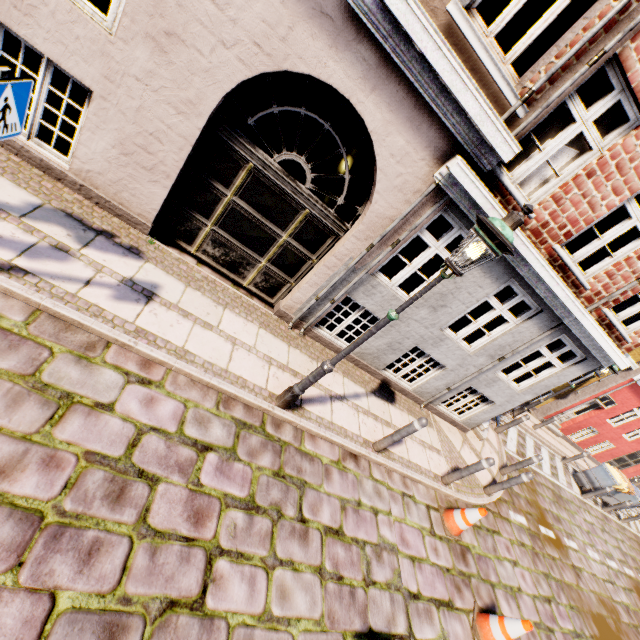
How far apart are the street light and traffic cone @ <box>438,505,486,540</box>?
3.7 meters

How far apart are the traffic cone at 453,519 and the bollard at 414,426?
1.8 meters

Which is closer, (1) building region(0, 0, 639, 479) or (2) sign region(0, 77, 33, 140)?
(2) sign region(0, 77, 33, 140)

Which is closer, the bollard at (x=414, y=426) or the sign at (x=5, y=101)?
the sign at (x=5, y=101)

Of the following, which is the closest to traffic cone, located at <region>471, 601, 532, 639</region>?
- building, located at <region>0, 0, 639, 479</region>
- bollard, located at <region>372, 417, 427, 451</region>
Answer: bollard, located at <region>372, 417, 427, 451</region>

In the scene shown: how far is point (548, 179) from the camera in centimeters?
471cm

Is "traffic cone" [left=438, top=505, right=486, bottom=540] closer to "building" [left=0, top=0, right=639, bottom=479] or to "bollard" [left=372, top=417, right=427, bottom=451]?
"bollard" [left=372, top=417, right=427, bottom=451]

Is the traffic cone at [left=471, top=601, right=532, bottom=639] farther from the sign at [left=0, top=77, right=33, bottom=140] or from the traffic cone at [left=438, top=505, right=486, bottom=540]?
the sign at [left=0, top=77, right=33, bottom=140]
